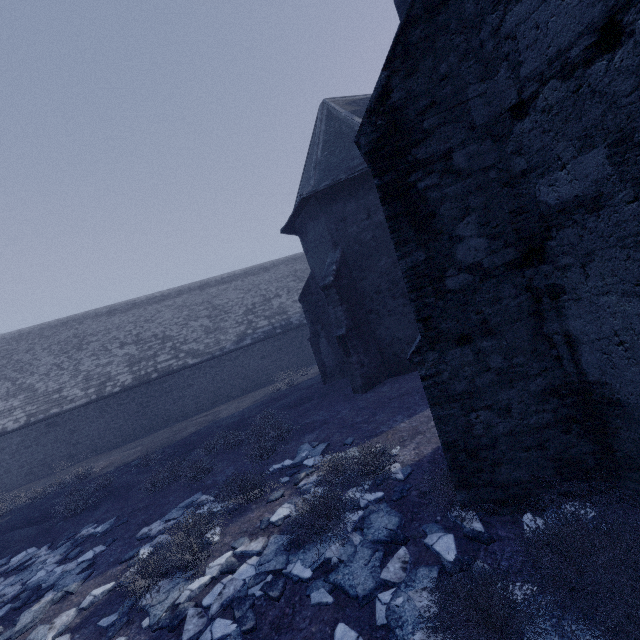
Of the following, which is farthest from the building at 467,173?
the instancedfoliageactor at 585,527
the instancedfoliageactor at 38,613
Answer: the instancedfoliageactor at 38,613

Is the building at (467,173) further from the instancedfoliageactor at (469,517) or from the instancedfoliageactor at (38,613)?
the instancedfoliageactor at (38,613)

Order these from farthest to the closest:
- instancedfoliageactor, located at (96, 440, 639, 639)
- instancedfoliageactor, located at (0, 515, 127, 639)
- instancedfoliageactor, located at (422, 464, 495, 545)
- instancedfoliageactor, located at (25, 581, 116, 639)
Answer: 1. instancedfoliageactor, located at (0, 515, 127, 639)
2. instancedfoliageactor, located at (25, 581, 116, 639)
3. instancedfoliageactor, located at (422, 464, 495, 545)
4. instancedfoliageactor, located at (96, 440, 639, 639)

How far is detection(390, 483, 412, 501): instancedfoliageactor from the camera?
4.9m

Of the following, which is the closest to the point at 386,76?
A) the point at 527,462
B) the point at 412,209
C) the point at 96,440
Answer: the point at 412,209

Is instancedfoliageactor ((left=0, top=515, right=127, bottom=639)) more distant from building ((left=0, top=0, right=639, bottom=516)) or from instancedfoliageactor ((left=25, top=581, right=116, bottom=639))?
building ((left=0, top=0, right=639, bottom=516))

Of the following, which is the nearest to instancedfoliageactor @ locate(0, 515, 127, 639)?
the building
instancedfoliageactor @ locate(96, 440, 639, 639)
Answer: instancedfoliageactor @ locate(96, 440, 639, 639)
